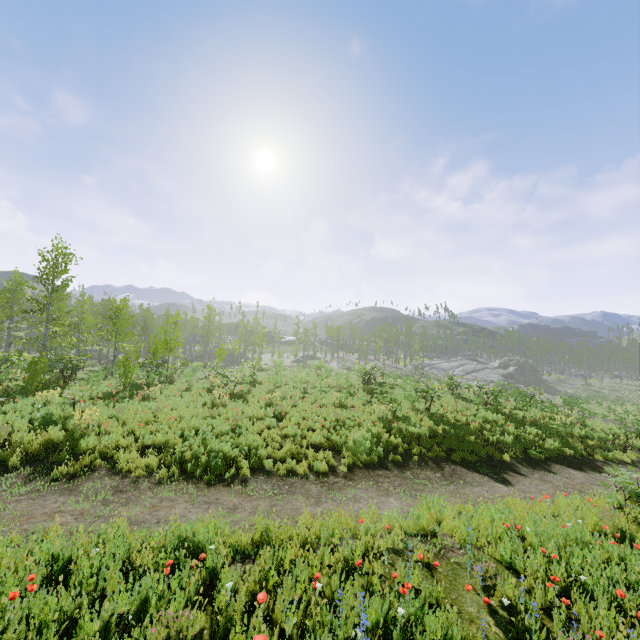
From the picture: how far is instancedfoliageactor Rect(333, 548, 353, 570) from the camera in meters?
4.8 m

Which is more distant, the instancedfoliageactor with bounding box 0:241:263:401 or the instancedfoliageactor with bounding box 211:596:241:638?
the instancedfoliageactor with bounding box 0:241:263:401

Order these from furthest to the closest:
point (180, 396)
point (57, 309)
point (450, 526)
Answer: point (57, 309)
point (180, 396)
point (450, 526)

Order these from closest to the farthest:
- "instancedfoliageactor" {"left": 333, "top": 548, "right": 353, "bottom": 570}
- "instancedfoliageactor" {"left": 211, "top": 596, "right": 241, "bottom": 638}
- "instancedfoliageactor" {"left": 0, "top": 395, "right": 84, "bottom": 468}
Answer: "instancedfoliageactor" {"left": 211, "top": 596, "right": 241, "bottom": 638} → "instancedfoliageactor" {"left": 333, "top": 548, "right": 353, "bottom": 570} → "instancedfoliageactor" {"left": 0, "top": 395, "right": 84, "bottom": 468}

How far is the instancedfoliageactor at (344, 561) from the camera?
4.82m

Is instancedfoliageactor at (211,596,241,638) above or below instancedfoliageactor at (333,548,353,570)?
above

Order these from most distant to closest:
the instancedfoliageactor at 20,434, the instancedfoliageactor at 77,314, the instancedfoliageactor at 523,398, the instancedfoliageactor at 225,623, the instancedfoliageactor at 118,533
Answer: the instancedfoliageactor at 77,314, the instancedfoliageactor at 523,398, the instancedfoliageactor at 20,434, the instancedfoliageactor at 118,533, the instancedfoliageactor at 225,623
